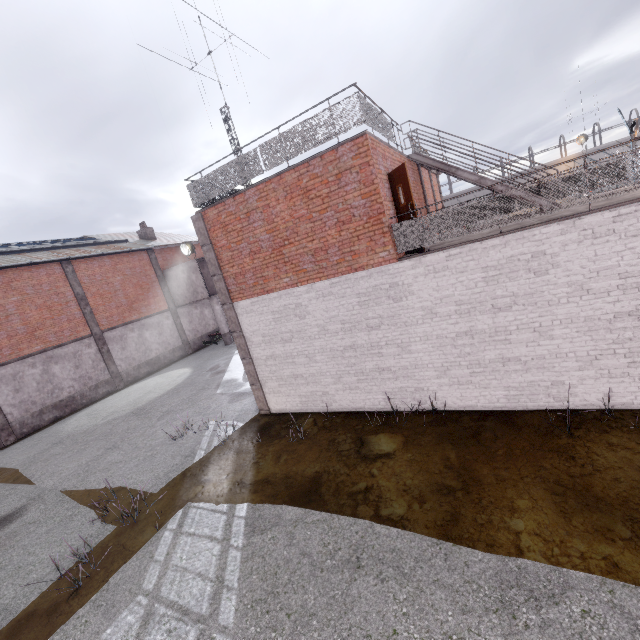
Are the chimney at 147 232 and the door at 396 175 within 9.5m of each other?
no

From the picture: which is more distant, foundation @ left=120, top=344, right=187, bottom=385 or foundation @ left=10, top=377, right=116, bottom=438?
foundation @ left=120, top=344, right=187, bottom=385

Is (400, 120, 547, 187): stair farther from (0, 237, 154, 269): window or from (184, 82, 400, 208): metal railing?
(0, 237, 154, 269): window

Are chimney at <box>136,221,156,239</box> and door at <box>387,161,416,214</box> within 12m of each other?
no

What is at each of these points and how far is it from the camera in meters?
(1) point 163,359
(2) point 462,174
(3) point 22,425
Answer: (1) foundation, 24.8
(2) stair, 10.6
(3) foundation, 17.2

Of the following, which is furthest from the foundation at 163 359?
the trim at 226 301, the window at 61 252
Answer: the trim at 226 301

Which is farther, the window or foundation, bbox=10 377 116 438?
the window

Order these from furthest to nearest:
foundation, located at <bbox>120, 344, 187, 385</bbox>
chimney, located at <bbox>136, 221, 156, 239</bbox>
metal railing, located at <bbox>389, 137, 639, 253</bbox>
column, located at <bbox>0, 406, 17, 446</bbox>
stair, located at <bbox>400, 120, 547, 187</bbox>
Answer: chimney, located at <bbox>136, 221, 156, 239</bbox>, foundation, located at <bbox>120, 344, 187, 385</bbox>, column, located at <bbox>0, 406, 17, 446</bbox>, stair, located at <bbox>400, 120, 547, 187</bbox>, metal railing, located at <bbox>389, 137, 639, 253</bbox>
